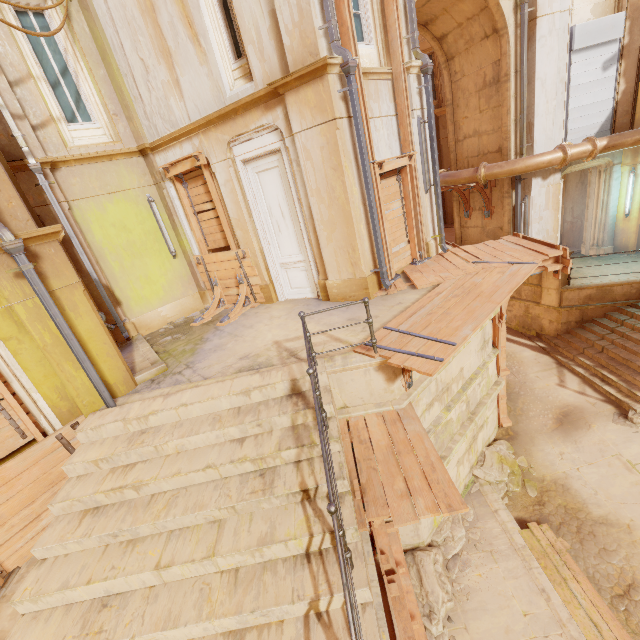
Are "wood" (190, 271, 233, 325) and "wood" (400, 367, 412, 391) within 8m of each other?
yes

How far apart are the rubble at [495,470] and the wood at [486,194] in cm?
830

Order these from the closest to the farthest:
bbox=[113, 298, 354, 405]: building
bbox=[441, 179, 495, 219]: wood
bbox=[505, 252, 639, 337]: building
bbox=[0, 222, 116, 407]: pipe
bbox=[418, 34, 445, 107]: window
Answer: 1. bbox=[0, 222, 116, 407]: pipe
2. bbox=[113, 298, 354, 405]: building
3. bbox=[505, 252, 639, 337]: building
4. bbox=[441, 179, 495, 219]: wood
5. bbox=[418, 34, 445, 107]: window

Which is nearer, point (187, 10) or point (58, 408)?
point (58, 408)

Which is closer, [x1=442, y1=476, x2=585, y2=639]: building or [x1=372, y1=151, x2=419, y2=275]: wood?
[x1=442, y1=476, x2=585, y2=639]: building

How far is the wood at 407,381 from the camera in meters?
5.5

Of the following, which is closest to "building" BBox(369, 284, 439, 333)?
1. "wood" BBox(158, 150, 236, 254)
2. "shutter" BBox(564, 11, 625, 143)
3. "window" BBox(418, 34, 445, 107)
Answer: "shutter" BBox(564, 11, 625, 143)

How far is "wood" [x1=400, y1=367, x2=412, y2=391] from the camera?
5.5m
